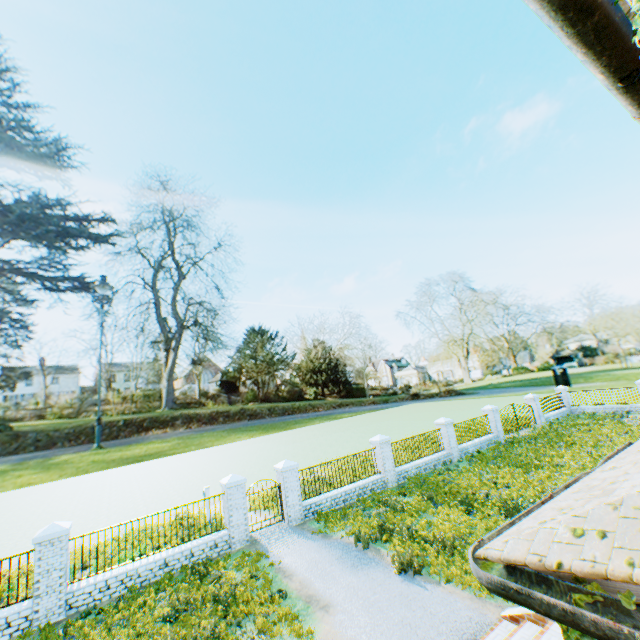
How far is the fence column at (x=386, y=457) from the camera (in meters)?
16.50

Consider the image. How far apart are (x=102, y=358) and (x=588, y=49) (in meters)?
70.84

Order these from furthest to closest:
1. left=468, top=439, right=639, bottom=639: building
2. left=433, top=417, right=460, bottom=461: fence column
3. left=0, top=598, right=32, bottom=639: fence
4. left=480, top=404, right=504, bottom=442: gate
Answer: left=480, top=404, right=504, bottom=442: gate → left=433, top=417, right=460, bottom=461: fence column → left=0, top=598, right=32, bottom=639: fence → left=468, top=439, right=639, bottom=639: building

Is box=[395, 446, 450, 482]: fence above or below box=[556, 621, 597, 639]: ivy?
below

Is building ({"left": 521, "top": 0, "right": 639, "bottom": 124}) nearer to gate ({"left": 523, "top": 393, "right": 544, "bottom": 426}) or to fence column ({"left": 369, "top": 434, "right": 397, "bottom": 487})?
fence column ({"left": 369, "top": 434, "right": 397, "bottom": 487})

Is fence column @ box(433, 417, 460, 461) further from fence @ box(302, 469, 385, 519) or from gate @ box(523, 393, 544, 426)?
gate @ box(523, 393, 544, 426)

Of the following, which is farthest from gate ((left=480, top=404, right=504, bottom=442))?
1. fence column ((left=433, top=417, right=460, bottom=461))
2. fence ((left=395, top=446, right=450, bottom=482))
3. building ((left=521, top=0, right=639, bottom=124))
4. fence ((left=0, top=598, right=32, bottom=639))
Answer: fence ((left=0, top=598, right=32, bottom=639))

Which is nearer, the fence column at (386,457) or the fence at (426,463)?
the fence column at (386,457)
